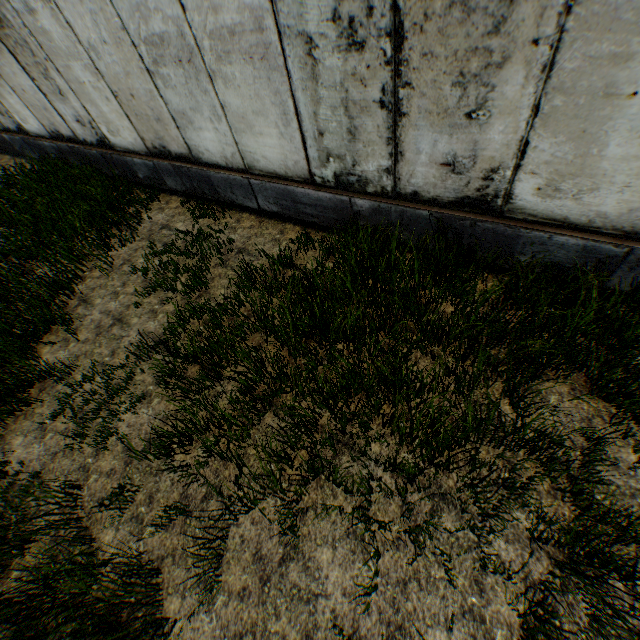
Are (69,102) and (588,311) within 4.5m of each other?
no
